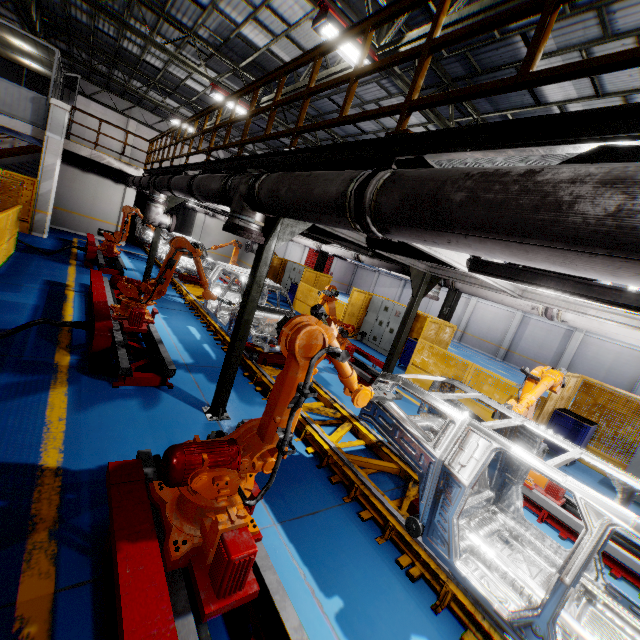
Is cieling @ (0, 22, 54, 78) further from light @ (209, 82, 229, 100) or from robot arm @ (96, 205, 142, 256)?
light @ (209, 82, 229, 100)

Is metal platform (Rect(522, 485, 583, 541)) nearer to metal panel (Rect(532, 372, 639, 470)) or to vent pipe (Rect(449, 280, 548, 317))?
metal panel (Rect(532, 372, 639, 470))

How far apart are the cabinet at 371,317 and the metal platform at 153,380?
9.1 meters

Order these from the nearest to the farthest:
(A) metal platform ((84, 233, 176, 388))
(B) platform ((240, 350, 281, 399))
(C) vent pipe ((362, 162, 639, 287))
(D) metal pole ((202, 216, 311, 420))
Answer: (C) vent pipe ((362, 162, 639, 287)) → (D) metal pole ((202, 216, 311, 420)) → (A) metal platform ((84, 233, 176, 388)) → (B) platform ((240, 350, 281, 399))

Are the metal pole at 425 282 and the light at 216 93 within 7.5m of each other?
no

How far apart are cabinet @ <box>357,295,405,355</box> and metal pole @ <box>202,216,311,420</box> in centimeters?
894cm

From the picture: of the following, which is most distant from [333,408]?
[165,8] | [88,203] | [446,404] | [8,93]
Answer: [88,203]

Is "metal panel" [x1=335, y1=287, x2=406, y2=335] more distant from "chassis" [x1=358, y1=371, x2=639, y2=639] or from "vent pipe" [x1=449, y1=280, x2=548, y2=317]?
"chassis" [x1=358, y1=371, x2=639, y2=639]
